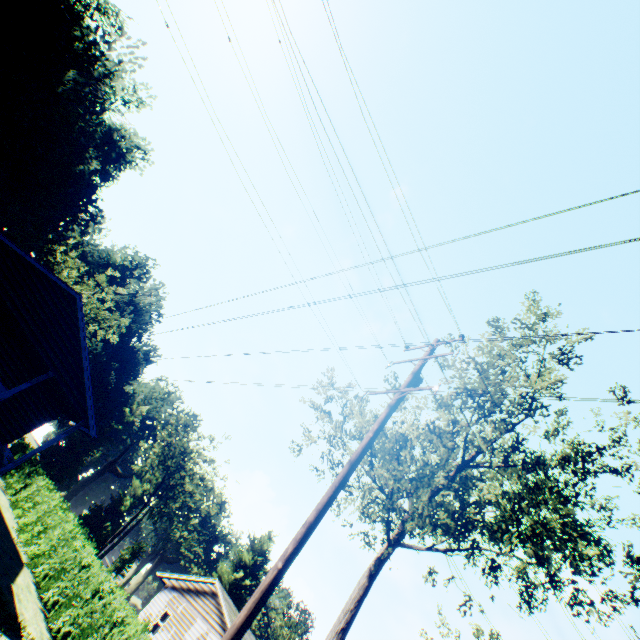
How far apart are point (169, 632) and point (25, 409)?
19.2m

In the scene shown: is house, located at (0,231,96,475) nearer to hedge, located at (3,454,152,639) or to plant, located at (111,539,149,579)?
hedge, located at (3,454,152,639)

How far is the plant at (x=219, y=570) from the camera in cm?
5759

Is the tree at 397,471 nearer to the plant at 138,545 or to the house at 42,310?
the house at 42,310

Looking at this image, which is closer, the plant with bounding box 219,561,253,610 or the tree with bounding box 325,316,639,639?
the tree with bounding box 325,316,639,639

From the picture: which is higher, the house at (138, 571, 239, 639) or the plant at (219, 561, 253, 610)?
the plant at (219, 561, 253, 610)

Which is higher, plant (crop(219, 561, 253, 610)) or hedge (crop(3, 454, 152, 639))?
plant (crop(219, 561, 253, 610))
